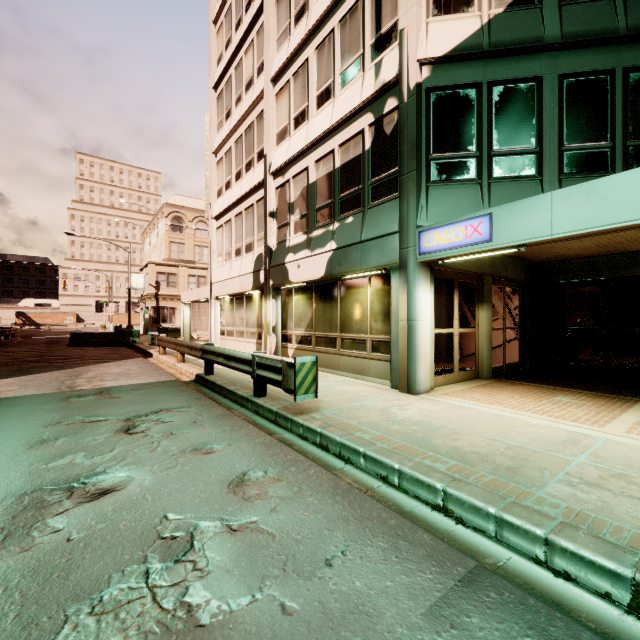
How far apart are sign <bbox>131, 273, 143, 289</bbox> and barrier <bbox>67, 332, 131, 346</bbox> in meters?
→ 16.4

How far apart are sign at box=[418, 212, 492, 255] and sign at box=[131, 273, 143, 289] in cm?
3841

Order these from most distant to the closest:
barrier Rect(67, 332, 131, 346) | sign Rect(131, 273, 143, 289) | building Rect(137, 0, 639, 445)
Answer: sign Rect(131, 273, 143, 289) < barrier Rect(67, 332, 131, 346) < building Rect(137, 0, 639, 445)

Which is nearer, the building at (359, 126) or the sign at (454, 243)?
the sign at (454, 243)

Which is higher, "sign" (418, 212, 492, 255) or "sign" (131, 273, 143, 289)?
"sign" (131, 273, 143, 289)

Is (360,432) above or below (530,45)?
below

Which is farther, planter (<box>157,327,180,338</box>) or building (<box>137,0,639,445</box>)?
planter (<box>157,327,180,338</box>)

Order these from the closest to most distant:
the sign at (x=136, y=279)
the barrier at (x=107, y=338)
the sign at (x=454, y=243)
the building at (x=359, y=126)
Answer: the sign at (x=454, y=243) < the building at (x=359, y=126) < the barrier at (x=107, y=338) < the sign at (x=136, y=279)
